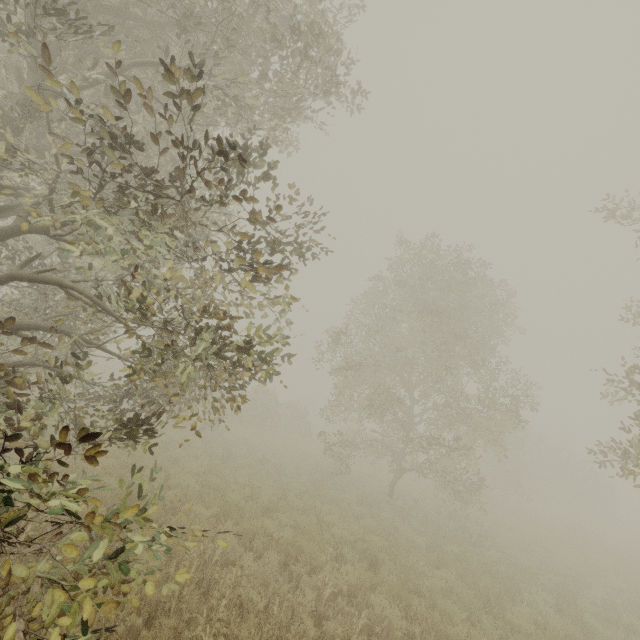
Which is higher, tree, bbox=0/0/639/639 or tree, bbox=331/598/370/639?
tree, bbox=0/0/639/639

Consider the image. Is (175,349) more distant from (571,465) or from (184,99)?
(571,465)

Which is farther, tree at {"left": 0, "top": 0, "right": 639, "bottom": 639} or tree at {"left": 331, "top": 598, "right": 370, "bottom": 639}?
tree at {"left": 331, "top": 598, "right": 370, "bottom": 639}

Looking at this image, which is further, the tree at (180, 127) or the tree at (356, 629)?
the tree at (356, 629)

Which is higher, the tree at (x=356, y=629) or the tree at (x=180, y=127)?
the tree at (x=180, y=127)
